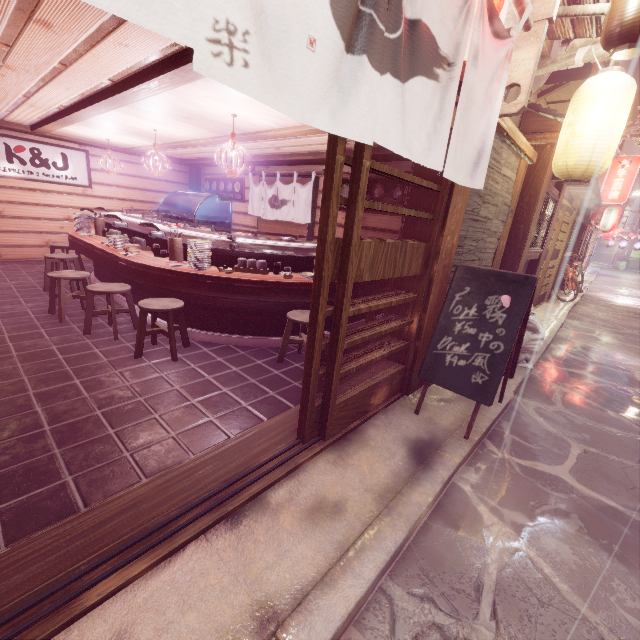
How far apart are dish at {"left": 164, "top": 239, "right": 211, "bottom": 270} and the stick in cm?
1644

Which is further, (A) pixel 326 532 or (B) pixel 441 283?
(B) pixel 441 283

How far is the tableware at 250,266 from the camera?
7.6m

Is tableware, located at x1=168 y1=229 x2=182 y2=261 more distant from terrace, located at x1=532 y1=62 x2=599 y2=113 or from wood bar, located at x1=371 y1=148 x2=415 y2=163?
terrace, located at x1=532 y1=62 x2=599 y2=113

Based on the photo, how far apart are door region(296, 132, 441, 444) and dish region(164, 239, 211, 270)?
3.89m

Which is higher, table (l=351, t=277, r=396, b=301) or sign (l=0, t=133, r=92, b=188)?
sign (l=0, t=133, r=92, b=188)

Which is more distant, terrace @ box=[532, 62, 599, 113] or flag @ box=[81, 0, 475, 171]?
terrace @ box=[532, 62, 599, 113]

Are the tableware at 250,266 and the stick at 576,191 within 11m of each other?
no
